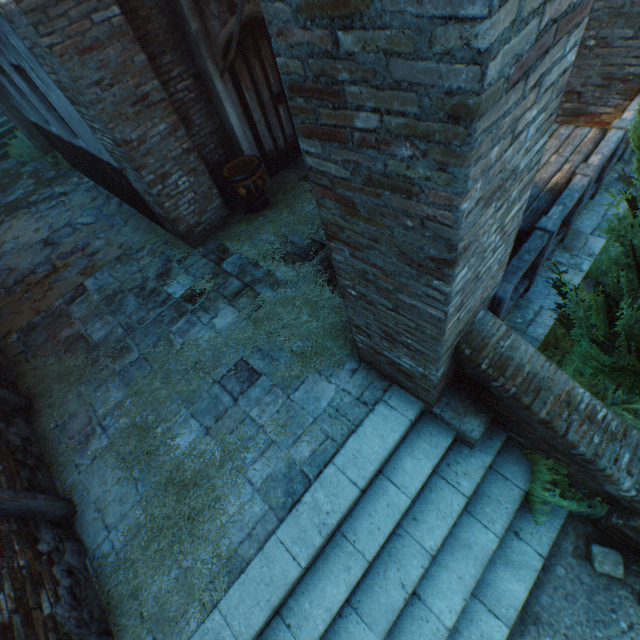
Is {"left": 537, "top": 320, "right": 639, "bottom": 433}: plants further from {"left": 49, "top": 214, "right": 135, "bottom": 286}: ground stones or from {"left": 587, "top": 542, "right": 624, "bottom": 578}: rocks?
{"left": 49, "top": 214, "right": 135, "bottom": 286}: ground stones

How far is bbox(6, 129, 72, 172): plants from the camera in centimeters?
985cm

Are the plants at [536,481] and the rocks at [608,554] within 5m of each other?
yes

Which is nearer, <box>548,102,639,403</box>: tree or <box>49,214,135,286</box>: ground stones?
<box>548,102,639,403</box>: tree

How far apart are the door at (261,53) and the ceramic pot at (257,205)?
0.6 meters

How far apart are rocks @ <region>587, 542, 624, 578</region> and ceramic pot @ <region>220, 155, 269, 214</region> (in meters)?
6.49

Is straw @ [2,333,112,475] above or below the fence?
below

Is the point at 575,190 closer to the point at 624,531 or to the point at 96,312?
the point at 624,531
